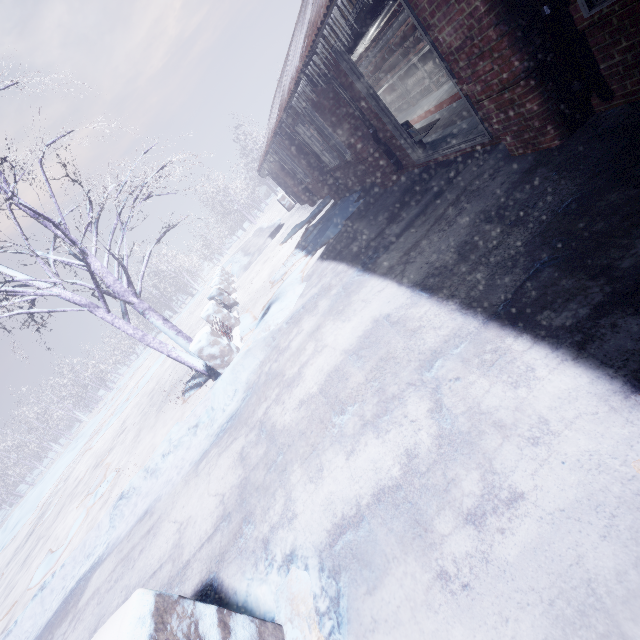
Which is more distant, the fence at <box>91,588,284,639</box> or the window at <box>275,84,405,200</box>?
the window at <box>275,84,405,200</box>

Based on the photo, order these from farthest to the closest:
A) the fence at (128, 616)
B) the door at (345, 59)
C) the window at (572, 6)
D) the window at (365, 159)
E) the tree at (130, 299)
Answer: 1. the window at (365, 159)
2. the tree at (130, 299)
3. the door at (345, 59)
4. the window at (572, 6)
5. the fence at (128, 616)

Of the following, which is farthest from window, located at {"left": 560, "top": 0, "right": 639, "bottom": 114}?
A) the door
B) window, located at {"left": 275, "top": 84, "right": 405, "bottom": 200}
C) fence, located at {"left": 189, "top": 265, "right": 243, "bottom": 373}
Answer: fence, located at {"left": 189, "top": 265, "right": 243, "bottom": 373}

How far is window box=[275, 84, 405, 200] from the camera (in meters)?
5.22

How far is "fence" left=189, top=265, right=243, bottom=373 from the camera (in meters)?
5.45

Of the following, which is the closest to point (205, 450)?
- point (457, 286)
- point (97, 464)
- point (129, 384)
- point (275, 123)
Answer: point (457, 286)

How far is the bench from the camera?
4.9 meters

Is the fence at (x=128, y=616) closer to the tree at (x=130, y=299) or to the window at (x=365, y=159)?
the tree at (x=130, y=299)
